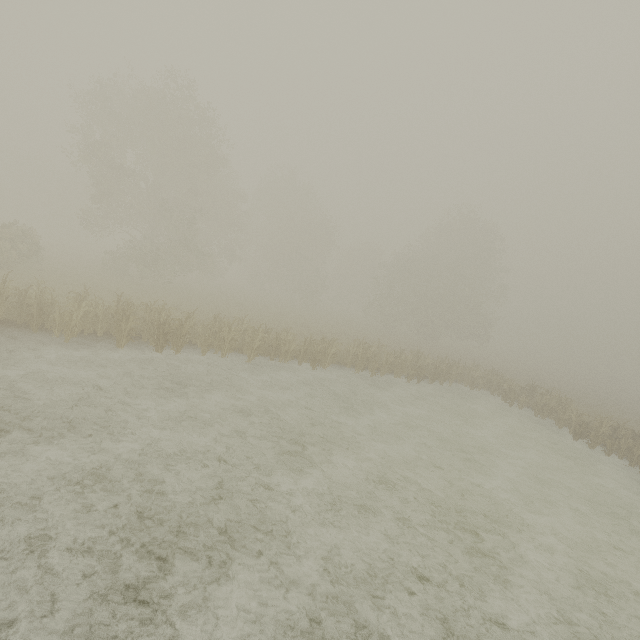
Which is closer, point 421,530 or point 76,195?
point 421,530
